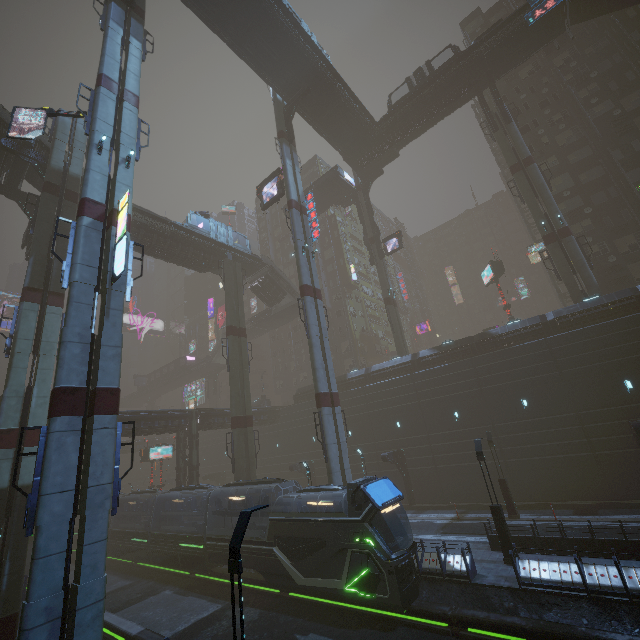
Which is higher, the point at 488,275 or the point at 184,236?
the point at 184,236

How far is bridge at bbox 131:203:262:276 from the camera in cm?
3152

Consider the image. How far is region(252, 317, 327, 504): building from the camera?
39.00m

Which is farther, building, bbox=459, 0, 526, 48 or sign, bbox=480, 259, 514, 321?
building, bbox=459, 0, 526, 48

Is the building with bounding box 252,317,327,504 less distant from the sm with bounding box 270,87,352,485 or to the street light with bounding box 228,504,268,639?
the sm with bounding box 270,87,352,485

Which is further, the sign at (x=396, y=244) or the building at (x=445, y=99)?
the sign at (x=396, y=244)

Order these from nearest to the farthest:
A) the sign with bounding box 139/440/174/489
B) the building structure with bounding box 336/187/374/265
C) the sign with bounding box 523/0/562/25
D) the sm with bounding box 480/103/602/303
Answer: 1. the sign with bounding box 523/0/562/25
2. the sm with bounding box 480/103/602/303
3. the sign with bounding box 139/440/174/489
4. the building structure with bounding box 336/187/374/265

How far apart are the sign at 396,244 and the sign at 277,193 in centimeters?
1663cm
